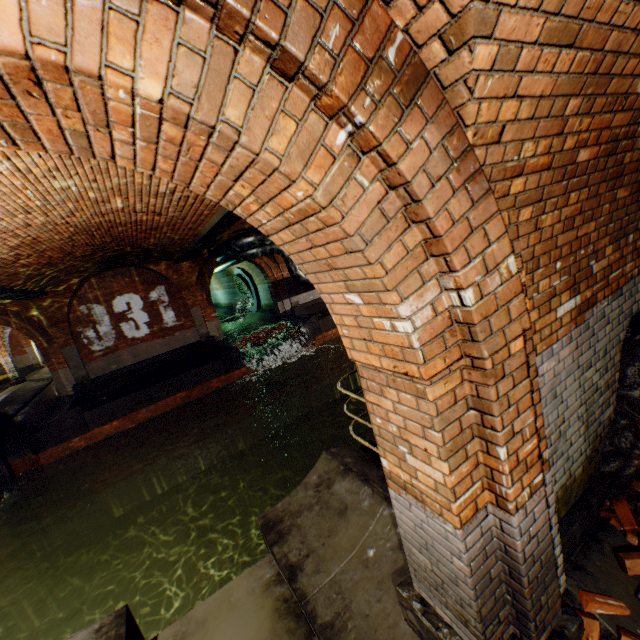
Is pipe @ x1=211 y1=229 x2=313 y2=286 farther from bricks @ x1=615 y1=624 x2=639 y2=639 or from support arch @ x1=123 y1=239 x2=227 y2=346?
bricks @ x1=615 y1=624 x2=639 y2=639

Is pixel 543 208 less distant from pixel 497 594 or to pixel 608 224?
pixel 608 224

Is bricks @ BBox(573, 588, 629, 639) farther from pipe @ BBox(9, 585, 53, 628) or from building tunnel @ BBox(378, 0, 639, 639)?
pipe @ BBox(9, 585, 53, 628)

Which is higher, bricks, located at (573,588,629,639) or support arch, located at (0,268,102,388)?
support arch, located at (0,268,102,388)

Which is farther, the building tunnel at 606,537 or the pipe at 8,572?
the pipe at 8,572

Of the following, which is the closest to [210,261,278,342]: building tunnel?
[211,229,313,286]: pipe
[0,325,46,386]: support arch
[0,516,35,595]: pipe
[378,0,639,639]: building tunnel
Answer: [211,229,313,286]: pipe

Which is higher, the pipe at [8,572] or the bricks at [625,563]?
the bricks at [625,563]

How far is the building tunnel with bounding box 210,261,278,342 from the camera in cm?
1882
